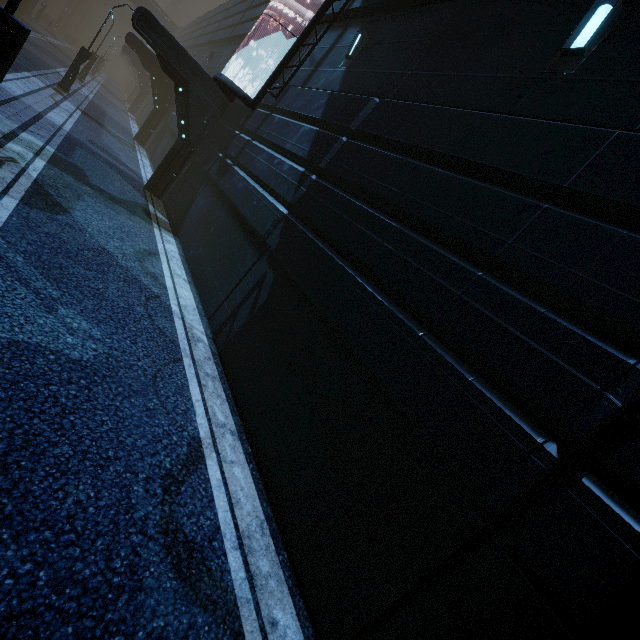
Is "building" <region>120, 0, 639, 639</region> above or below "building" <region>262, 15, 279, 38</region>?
below

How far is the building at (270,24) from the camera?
13.03m

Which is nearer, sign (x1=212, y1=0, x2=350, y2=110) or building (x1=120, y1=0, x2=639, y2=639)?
building (x1=120, y1=0, x2=639, y2=639)

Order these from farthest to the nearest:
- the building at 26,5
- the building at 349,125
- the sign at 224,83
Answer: the building at 26,5
the sign at 224,83
the building at 349,125

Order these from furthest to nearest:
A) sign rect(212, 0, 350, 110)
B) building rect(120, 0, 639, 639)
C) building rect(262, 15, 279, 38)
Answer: building rect(262, 15, 279, 38), sign rect(212, 0, 350, 110), building rect(120, 0, 639, 639)

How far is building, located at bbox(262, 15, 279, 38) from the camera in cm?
1303

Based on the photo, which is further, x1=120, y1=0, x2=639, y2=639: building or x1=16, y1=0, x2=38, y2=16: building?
x1=16, y1=0, x2=38, y2=16: building

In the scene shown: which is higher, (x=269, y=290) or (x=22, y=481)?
(x=269, y=290)
